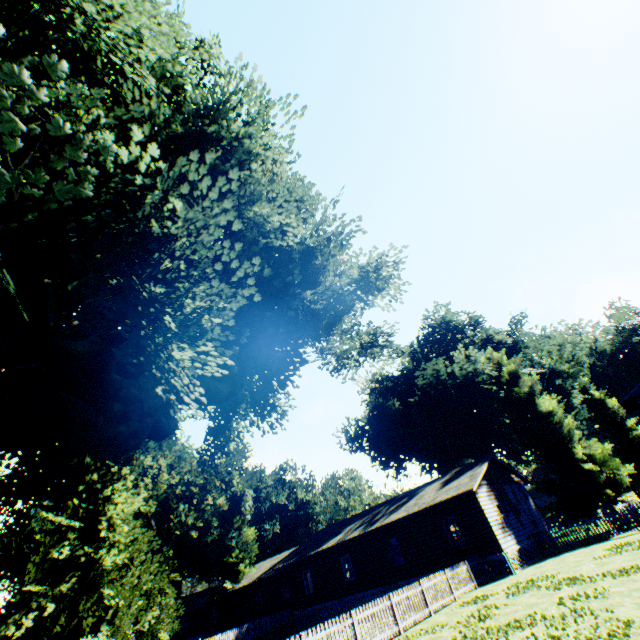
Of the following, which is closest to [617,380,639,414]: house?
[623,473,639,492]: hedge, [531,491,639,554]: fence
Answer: [531,491,639,554]: fence

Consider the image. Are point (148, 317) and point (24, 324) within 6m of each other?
yes

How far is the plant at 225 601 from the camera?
38.1 meters

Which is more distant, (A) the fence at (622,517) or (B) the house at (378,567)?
(B) the house at (378,567)

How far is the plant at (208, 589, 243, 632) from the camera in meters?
38.1

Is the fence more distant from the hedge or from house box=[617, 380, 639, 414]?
the hedge

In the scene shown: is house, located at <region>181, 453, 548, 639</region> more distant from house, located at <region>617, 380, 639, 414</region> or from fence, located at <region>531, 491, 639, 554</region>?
house, located at <region>617, 380, 639, 414</region>
